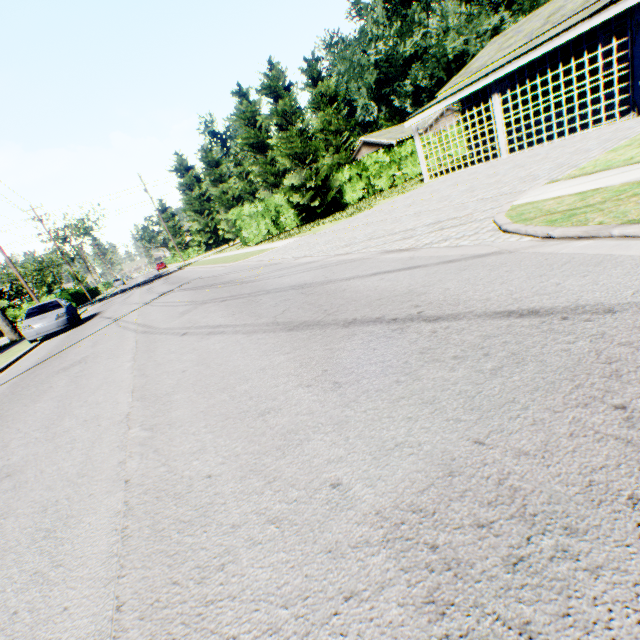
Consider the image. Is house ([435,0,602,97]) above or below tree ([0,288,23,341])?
above

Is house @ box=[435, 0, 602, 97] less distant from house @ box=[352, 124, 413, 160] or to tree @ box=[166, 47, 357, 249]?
tree @ box=[166, 47, 357, 249]

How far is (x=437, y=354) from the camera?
2.3 meters

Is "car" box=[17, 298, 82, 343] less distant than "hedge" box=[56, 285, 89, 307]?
Yes

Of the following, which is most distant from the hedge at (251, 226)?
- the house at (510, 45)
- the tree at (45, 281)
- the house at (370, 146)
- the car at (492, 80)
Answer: the tree at (45, 281)

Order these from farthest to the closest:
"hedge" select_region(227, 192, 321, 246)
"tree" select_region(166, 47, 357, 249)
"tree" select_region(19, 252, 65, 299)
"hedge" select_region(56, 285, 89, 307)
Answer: "tree" select_region(19, 252, 65, 299) → "hedge" select_region(56, 285, 89, 307) → "hedge" select_region(227, 192, 321, 246) → "tree" select_region(166, 47, 357, 249)

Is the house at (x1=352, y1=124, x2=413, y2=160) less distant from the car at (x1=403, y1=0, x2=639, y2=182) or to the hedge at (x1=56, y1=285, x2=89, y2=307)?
the car at (x1=403, y1=0, x2=639, y2=182)

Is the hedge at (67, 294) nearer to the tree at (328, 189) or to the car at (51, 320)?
the tree at (328, 189)
